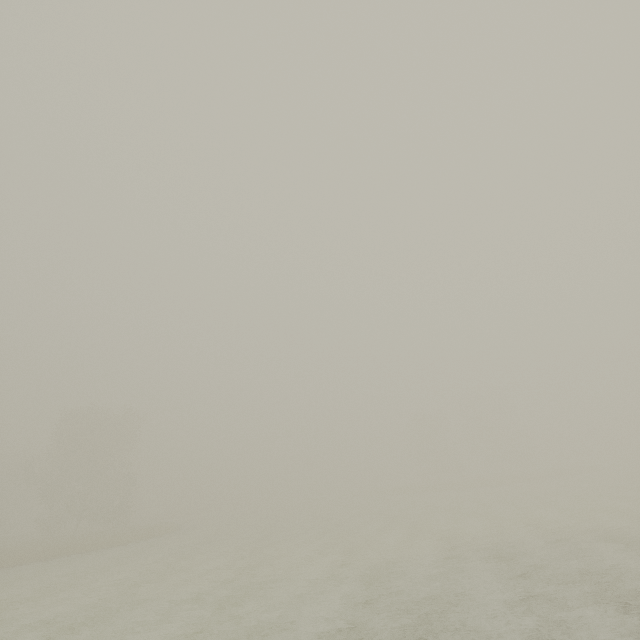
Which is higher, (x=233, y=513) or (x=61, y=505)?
(x=61, y=505)
